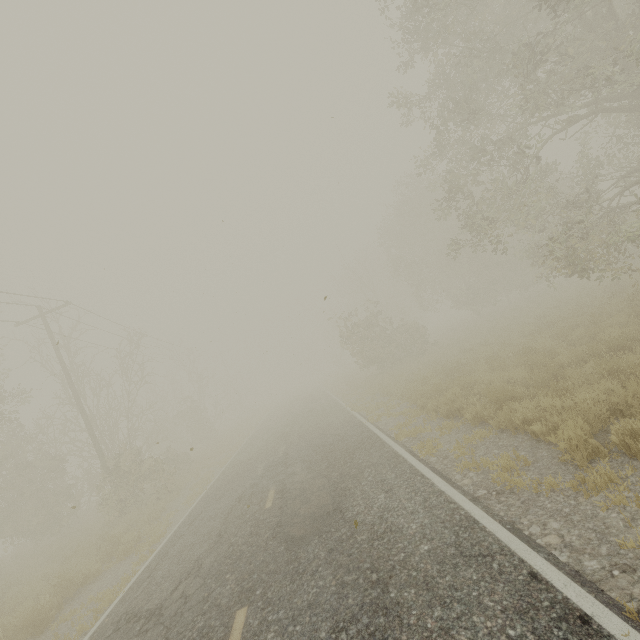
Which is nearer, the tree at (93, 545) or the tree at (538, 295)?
the tree at (538, 295)

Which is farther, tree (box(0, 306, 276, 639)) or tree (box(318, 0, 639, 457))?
tree (box(0, 306, 276, 639))

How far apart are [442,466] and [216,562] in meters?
5.0 m
